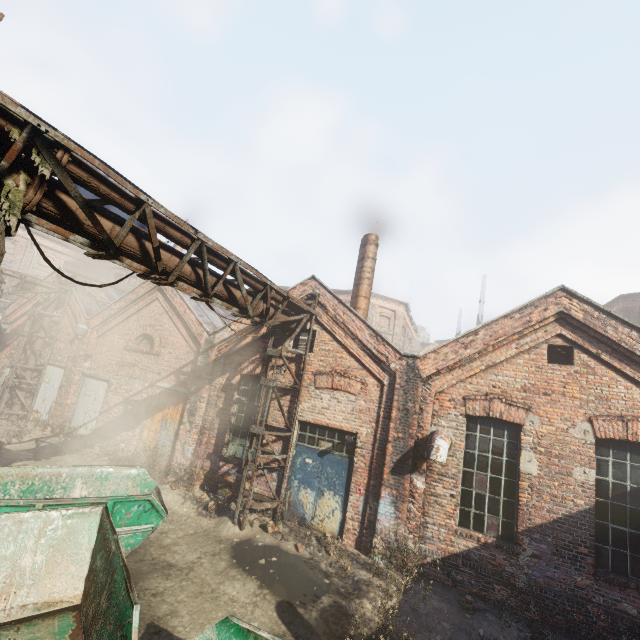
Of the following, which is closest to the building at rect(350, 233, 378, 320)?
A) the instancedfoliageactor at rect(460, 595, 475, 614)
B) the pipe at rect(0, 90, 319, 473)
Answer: the pipe at rect(0, 90, 319, 473)

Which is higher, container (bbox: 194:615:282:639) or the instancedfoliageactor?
container (bbox: 194:615:282:639)

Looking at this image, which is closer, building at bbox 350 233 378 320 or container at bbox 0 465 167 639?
container at bbox 0 465 167 639

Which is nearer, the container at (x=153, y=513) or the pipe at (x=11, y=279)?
the container at (x=153, y=513)

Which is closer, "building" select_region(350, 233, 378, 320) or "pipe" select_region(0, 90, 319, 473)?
"pipe" select_region(0, 90, 319, 473)

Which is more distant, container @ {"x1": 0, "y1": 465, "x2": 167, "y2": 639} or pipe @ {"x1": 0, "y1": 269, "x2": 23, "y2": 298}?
pipe @ {"x1": 0, "y1": 269, "x2": 23, "y2": 298}

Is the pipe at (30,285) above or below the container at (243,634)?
above

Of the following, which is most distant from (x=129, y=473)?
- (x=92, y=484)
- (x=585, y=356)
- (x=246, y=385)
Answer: (x=585, y=356)
